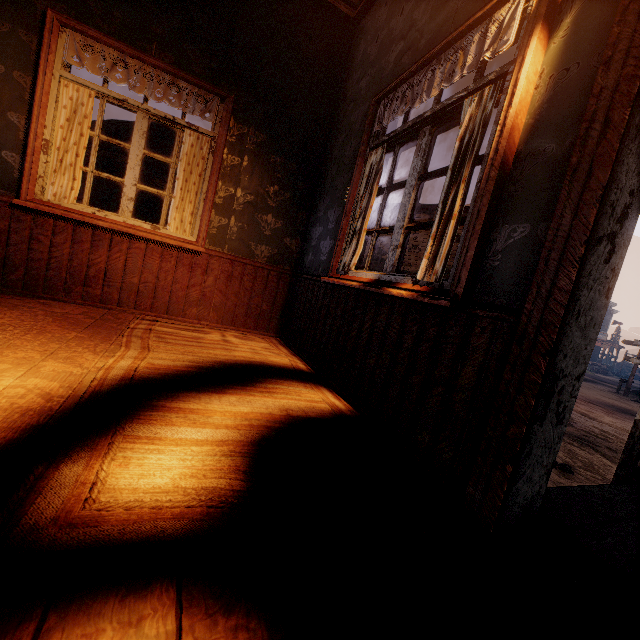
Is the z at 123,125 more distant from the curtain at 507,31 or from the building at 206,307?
the curtain at 507,31

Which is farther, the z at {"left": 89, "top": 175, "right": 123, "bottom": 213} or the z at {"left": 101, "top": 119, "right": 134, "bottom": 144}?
the z at {"left": 101, "top": 119, "right": 134, "bottom": 144}

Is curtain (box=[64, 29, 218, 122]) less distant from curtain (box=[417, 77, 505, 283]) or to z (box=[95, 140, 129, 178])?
curtain (box=[417, 77, 505, 283])

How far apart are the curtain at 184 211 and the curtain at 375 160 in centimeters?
175cm

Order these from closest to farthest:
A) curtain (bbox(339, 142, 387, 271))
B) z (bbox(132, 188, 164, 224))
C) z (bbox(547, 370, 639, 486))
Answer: curtain (bbox(339, 142, 387, 271)) < z (bbox(547, 370, 639, 486)) < z (bbox(132, 188, 164, 224))

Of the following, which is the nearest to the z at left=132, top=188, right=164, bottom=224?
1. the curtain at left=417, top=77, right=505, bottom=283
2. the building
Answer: the building

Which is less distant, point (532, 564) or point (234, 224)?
point (532, 564)

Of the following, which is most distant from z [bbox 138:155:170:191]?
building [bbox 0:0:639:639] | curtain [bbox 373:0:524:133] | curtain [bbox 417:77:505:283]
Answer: curtain [bbox 417:77:505:283]
